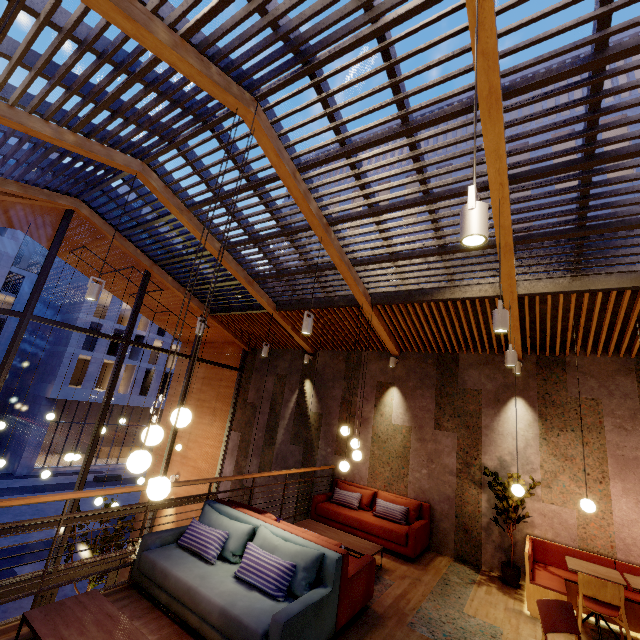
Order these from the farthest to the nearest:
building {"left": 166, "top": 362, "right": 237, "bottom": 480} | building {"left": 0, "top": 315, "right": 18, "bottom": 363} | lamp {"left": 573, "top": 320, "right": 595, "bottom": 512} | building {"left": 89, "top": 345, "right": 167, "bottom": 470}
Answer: building {"left": 0, "top": 315, "right": 18, "bottom": 363} → building {"left": 89, "top": 345, "right": 167, "bottom": 470} → building {"left": 166, "top": 362, "right": 237, "bottom": 480} → lamp {"left": 573, "top": 320, "right": 595, "bottom": 512}

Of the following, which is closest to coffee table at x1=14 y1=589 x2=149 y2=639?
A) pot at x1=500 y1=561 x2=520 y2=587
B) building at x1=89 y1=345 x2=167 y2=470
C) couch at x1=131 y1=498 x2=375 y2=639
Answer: couch at x1=131 y1=498 x2=375 y2=639

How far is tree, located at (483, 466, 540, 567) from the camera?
5.8 meters

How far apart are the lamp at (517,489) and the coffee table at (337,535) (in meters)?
2.43

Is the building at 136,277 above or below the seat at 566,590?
above

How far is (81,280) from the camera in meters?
29.9

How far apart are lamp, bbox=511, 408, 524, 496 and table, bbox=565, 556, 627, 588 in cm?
97

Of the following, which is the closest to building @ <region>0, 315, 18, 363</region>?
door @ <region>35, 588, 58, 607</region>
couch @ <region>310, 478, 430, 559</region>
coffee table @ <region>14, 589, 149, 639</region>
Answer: door @ <region>35, 588, 58, 607</region>
